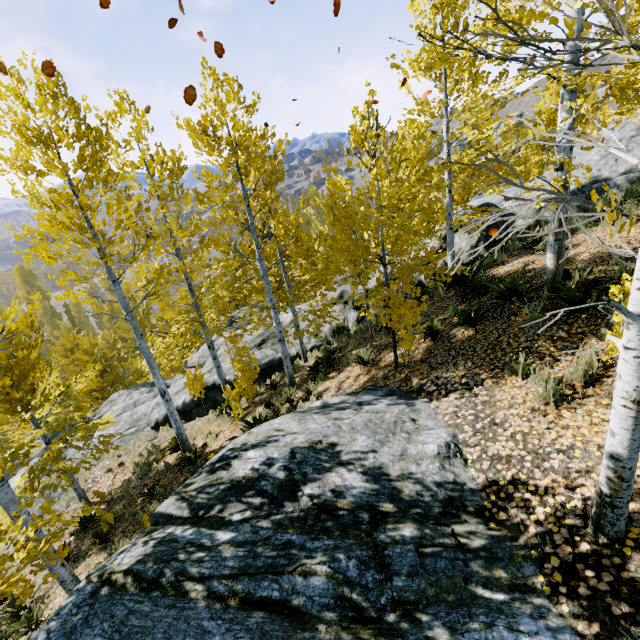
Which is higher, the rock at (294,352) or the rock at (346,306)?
the rock at (346,306)

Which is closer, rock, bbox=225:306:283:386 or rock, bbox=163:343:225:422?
rock, bbox=163:343:225:422

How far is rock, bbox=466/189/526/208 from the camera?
11.8m

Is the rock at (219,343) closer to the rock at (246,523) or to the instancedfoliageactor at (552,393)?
the instancedfoliageactor at (552,393)

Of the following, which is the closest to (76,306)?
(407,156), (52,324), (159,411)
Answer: (52,324)

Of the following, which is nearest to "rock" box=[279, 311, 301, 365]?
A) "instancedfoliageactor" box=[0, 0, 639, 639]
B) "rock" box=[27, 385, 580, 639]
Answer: "instancedfoliageactor" box=[0, 0, 639, 639]
